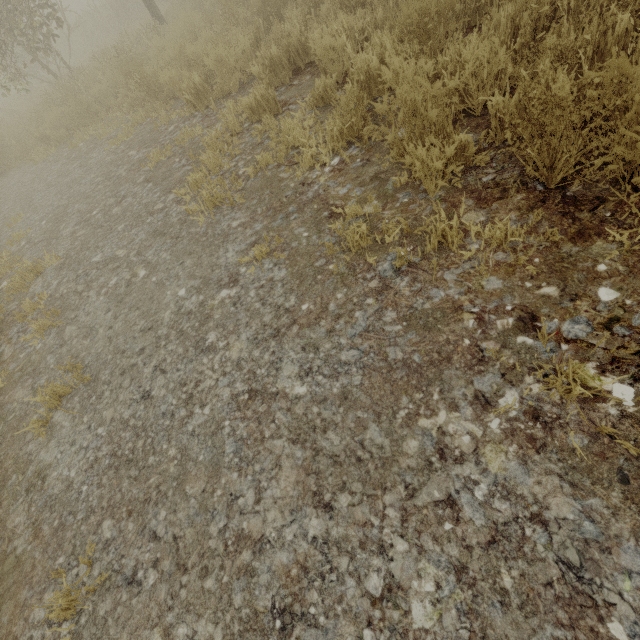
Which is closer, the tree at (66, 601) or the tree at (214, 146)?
the tree at (66, 601)

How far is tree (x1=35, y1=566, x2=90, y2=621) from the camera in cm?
150

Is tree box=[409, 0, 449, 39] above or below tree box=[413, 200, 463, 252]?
above

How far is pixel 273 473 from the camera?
1.6m
